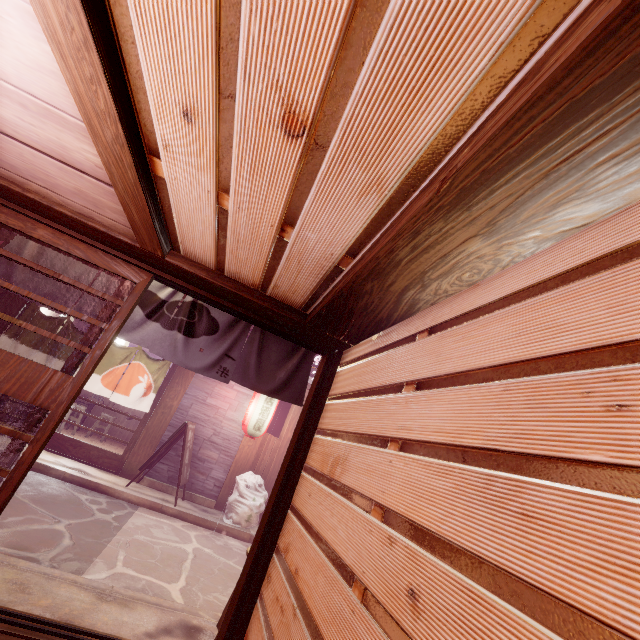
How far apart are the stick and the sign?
2.3m

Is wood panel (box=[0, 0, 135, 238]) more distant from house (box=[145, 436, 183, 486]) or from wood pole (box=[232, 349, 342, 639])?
house (box=[145, 436, 183, 486])

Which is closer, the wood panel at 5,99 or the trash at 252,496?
the wood panel at 5,99

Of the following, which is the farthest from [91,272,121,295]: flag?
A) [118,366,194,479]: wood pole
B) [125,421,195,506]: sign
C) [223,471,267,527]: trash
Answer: [118,366,194,479]: wood pole

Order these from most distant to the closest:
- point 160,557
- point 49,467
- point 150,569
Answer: point 49,467
point 160,557
point 150,569

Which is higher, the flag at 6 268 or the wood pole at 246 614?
the flag at 6 268

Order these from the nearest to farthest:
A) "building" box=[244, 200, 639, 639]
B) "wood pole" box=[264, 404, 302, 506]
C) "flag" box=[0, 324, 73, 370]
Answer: "building" box=[244, 200, 639, 639], "flag" box=[0, 324, 73, 370], "wood pole" box=[264, 404, 302, 506]

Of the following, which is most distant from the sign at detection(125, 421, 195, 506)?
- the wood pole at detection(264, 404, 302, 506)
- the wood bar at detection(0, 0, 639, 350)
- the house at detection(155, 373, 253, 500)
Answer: the wood bar at detection(0, 0, 639, 350)
